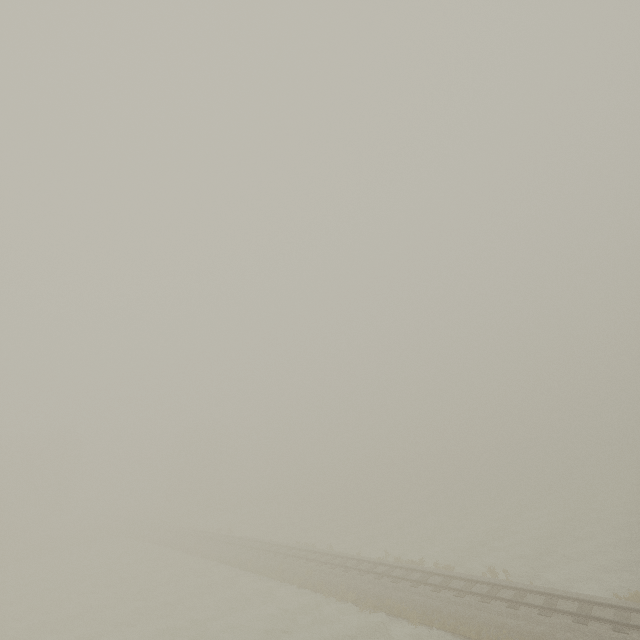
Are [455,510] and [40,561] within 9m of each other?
no
